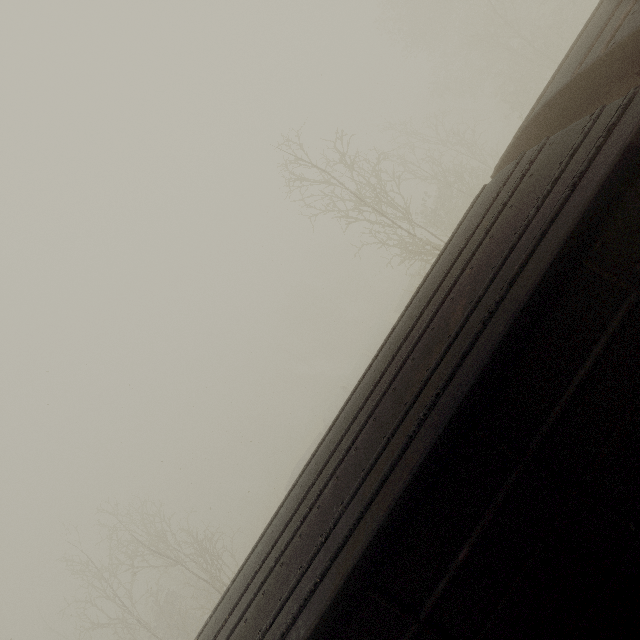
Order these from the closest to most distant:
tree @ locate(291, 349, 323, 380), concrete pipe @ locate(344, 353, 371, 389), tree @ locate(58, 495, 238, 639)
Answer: tree @ locate(58, 495, 238, 639), concrete pipe @ locate(344, 353, 371, 389), tree @ locate(291, 349, 323, 380)

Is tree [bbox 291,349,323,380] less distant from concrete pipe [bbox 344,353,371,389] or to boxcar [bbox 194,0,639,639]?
concrete pipe [bbox 344,353,371,389]

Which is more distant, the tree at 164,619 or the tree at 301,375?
the tree at 301,375

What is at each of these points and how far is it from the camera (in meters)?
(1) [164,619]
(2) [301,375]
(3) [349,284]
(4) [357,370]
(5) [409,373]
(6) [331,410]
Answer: (1) tree, 29.53
(2) tree, 58.91
(3) tree, 57.06
(4) concrete pipe, 31.89
(5) boxcar, 2.93
(6) concrete pipe, 32.03

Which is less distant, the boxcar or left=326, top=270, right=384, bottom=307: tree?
the boxcar

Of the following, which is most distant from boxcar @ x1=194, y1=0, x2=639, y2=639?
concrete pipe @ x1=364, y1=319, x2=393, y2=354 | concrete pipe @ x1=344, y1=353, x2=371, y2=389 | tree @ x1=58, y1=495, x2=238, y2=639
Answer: concrete pipe @ x1=364, y1=319, x2=393, y2=354

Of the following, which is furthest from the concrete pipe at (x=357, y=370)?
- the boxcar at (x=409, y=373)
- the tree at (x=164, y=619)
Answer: the boxcar at (x=409, y=373)
